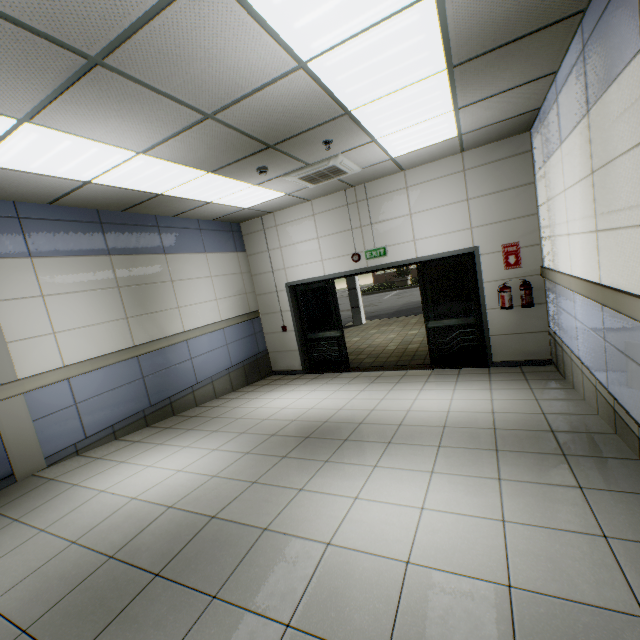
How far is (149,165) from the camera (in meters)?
3.71

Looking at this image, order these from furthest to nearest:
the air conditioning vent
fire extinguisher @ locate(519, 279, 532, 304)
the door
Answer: the door < fire extinguisher @ locate(519, 279, 532, 304) < the air conditioning vent

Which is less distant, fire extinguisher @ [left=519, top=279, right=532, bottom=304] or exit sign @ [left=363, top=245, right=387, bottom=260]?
fire extinguisher @ [left=519, top=279, right=532, bottom=304]

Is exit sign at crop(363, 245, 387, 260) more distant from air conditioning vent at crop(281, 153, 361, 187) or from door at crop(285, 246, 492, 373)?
air conditioning vent at crop(281, 153, 361, 187)

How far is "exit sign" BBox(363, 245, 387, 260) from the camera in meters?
6.4

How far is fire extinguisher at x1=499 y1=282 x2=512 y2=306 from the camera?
5.5m

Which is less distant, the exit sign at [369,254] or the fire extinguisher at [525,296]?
the fire extinguisher at [525,296]

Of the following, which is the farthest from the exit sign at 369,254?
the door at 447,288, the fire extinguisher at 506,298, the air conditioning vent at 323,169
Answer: the fire extinguisher at 506,298
